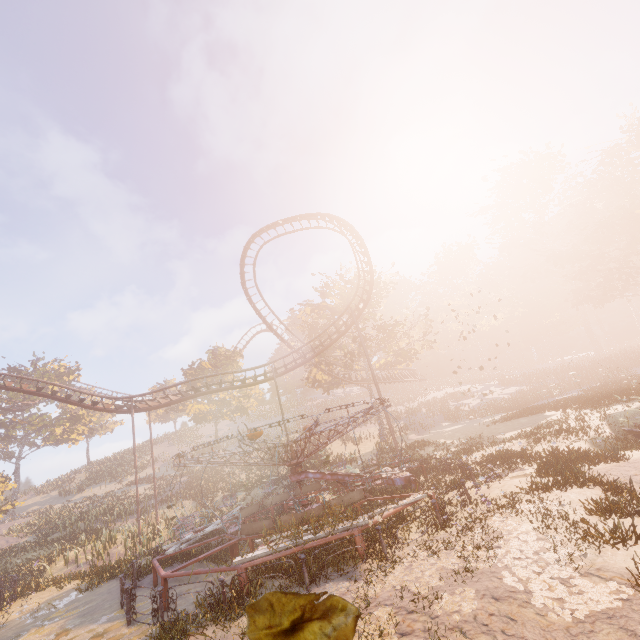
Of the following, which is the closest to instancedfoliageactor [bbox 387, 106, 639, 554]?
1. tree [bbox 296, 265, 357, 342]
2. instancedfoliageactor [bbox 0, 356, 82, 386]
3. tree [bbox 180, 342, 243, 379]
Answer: tree [bbox 296, 265, 357, 342]

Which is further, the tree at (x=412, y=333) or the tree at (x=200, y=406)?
the tree at (x=200, y=406)

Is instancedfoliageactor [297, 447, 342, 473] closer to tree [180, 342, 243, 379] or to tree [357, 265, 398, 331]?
tree [357, 265, 398, 331]

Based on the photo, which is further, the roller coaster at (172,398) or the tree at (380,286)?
the tree at (380,286)

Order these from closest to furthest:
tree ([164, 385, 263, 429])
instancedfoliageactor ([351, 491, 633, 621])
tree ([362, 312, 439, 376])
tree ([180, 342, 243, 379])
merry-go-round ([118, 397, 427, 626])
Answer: instancedfoliageactor ([351, 491, 633, 621])
merry-go-round ([118, 397, 427, 626])
tree ([362, 312, 439, 376])
tree ([164, 385, 263, 429])
tree ([180, 342, 243, 379])

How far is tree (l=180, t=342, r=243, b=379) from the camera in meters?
43.1 m

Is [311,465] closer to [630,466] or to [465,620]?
[630,466]

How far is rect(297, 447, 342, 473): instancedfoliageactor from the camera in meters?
16.9 m
